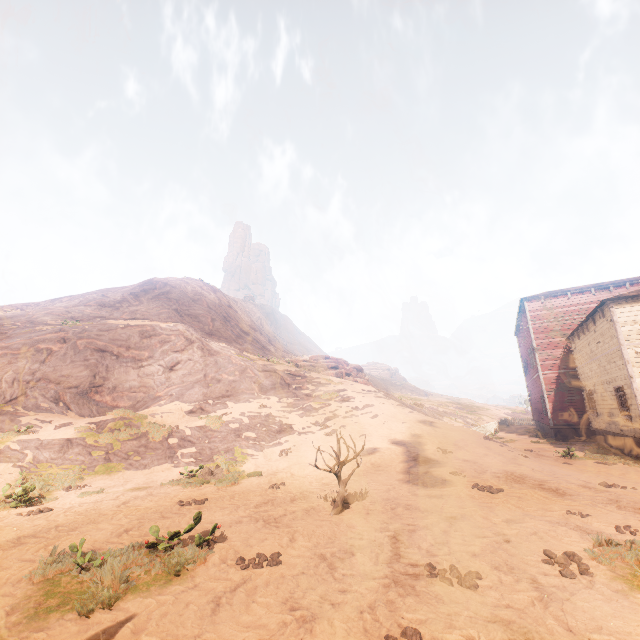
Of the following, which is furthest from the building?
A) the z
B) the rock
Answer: the rock

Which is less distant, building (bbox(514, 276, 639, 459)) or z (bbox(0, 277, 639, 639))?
z (bbox(0, 277, 639, 639))

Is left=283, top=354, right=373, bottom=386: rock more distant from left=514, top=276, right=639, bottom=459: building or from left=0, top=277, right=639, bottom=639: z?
left=514, top=276, right=639, bottom=459: building

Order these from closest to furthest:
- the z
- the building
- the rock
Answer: the z < the building < the rock

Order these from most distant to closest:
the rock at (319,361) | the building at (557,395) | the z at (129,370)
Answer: the rock at (319,361) < the building at (557,395) < the z at (129,370)

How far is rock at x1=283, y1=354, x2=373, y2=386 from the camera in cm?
3494

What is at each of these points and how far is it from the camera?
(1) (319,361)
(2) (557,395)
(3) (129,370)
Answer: (1) rock, 44.53m
(2) building, 24.11m
(3) z, 23.11m

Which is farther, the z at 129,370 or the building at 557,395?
the building at 557,395
